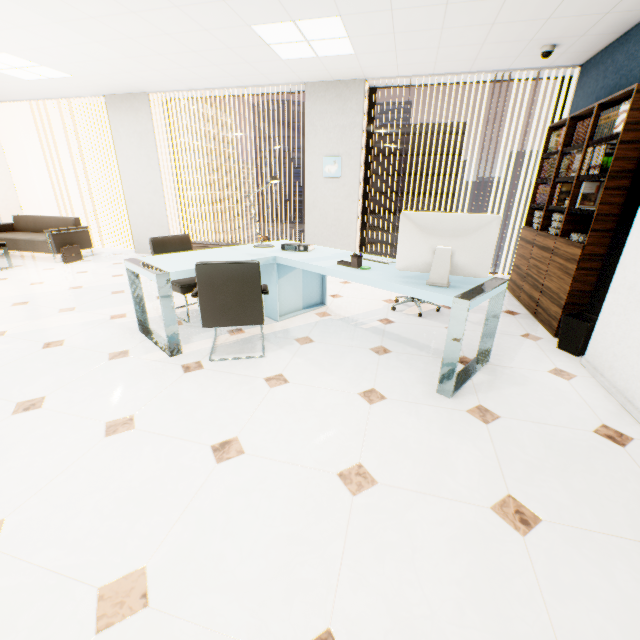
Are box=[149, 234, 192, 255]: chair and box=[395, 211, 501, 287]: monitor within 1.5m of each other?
no

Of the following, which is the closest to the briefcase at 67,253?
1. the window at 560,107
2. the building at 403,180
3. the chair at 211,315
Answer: the chair at 211,315

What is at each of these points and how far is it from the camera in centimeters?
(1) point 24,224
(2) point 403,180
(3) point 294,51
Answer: (1) sofa, 682cm
(2) building, 5606cm
(3) light, 403cm

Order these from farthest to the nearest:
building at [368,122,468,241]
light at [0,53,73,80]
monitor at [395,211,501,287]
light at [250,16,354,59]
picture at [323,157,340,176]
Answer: building at [368,122,468,241] < picture at [323,157,340,176] < light at [0,53,73,80] < light at [250,16,354,59] < monitor at [395,211,501,287]

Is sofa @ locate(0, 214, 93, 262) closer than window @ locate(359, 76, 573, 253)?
No

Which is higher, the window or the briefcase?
the window

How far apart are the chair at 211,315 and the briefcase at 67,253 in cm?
500

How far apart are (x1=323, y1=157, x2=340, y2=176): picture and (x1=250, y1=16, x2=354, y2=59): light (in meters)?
1.46
